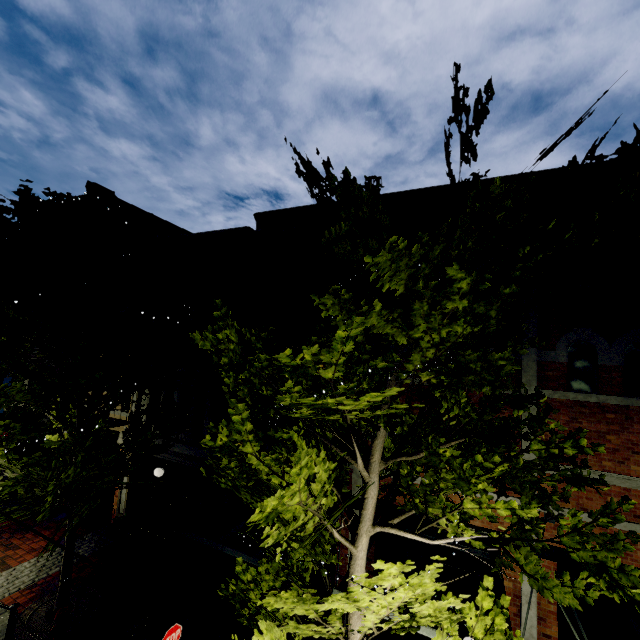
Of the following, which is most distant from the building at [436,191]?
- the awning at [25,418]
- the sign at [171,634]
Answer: the sign at [171,634]

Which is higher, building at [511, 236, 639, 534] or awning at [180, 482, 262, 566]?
building at [511, 236, 639, 534]

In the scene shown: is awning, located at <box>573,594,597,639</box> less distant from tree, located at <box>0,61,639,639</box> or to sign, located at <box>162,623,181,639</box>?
tree, located at <box>0,61,639,639</box>

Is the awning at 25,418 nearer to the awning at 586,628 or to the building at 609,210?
the building at 609,210

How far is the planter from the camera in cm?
987

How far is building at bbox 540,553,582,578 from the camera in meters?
6.8 m

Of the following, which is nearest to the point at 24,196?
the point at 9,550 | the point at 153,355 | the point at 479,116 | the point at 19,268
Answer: the point at 19,268

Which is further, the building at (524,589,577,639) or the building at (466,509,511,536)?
the building at (466,509,511,536)
